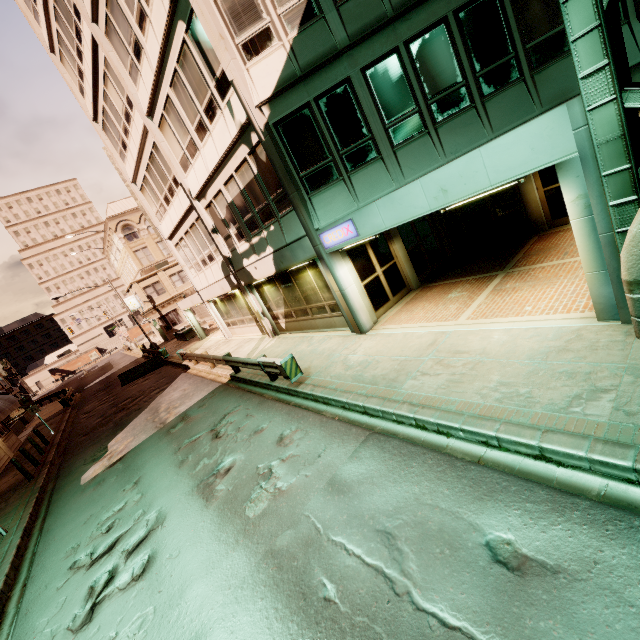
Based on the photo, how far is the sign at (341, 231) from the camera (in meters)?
8.75

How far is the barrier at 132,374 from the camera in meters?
26.2

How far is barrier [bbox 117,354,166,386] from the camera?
26.2m

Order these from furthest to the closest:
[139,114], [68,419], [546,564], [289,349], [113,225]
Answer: [113,225] < [68,419] < [139,114] < [289,349] < [546,564]

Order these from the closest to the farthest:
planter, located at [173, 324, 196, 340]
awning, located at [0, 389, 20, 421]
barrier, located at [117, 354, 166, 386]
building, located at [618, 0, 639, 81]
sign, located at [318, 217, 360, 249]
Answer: building, located at [618, 0, 639, 81] < sign, located at [318, 217, 360, 249] < awning, located at [0, 389, 20, 421] < barrier, located at [117, 354, 166, 386] < planter, located at [173, 324, 196, 340]

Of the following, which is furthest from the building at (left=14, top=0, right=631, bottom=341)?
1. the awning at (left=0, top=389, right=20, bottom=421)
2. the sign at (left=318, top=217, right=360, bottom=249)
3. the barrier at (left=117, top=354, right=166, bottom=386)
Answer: the awning at (left=0, top=389, right=20, bottom=421)

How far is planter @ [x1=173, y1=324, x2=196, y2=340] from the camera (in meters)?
31.96

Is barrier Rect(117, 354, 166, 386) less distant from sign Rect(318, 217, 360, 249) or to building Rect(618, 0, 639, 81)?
building Rect(618, 0, 639, 81)
